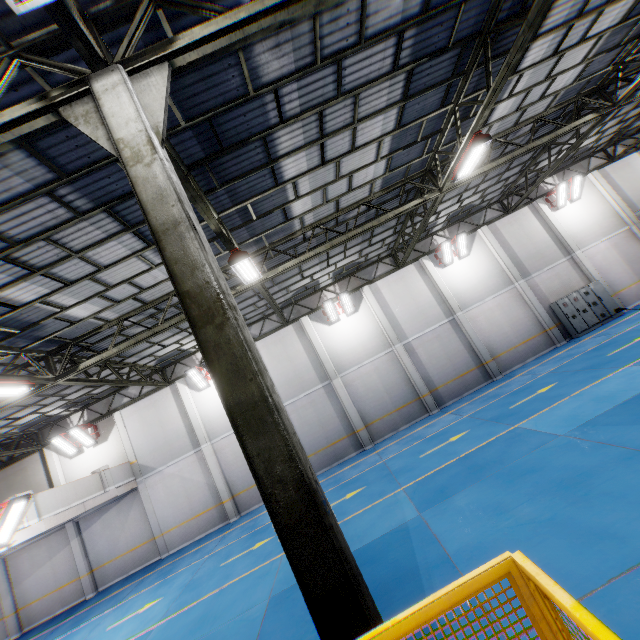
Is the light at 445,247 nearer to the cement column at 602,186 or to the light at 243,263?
the cement column at 602,186

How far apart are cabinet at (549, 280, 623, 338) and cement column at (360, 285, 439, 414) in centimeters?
842cm

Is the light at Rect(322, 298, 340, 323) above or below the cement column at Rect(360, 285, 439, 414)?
above

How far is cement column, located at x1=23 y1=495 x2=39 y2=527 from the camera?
11.28m

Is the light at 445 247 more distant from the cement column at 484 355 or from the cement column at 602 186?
the cement column at 602 186

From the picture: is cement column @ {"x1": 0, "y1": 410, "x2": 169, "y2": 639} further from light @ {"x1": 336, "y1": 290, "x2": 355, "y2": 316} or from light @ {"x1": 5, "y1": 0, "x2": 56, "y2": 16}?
light @ {"x1": 5, "y1": 0, "x2": 56, "y2": 16}

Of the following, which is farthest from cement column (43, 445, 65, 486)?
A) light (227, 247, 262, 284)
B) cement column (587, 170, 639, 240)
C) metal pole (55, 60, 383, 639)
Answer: cement column (587, 170, 639, 240)

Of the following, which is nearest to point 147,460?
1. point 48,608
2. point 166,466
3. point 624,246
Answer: point 166,466
